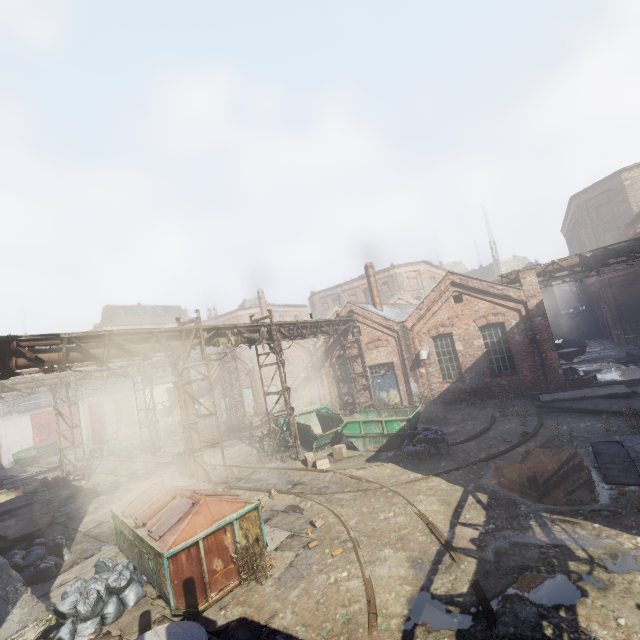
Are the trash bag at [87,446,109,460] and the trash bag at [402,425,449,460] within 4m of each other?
no

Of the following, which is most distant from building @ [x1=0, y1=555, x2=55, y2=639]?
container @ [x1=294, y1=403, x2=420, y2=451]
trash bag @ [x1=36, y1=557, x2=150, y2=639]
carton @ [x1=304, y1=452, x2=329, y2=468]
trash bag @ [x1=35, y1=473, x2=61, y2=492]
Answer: container @ [x1=294, y1=403, x2=420, y2=451]

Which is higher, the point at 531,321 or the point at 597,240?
the point at 597,240

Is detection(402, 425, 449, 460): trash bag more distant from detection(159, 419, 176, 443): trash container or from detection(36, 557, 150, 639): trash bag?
detection(159, 419, 176, 443): trash container

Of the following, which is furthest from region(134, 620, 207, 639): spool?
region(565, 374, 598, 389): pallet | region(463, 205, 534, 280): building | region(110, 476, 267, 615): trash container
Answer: region(463, 205, 534, 280): building

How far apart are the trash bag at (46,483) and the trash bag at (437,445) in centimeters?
1886cm

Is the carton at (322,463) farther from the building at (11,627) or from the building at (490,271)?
the building at (490,271)

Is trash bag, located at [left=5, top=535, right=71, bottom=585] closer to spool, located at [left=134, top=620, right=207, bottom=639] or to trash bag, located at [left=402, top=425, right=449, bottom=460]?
spool, located at [left=134, top=620, right=207, bottom=639]
